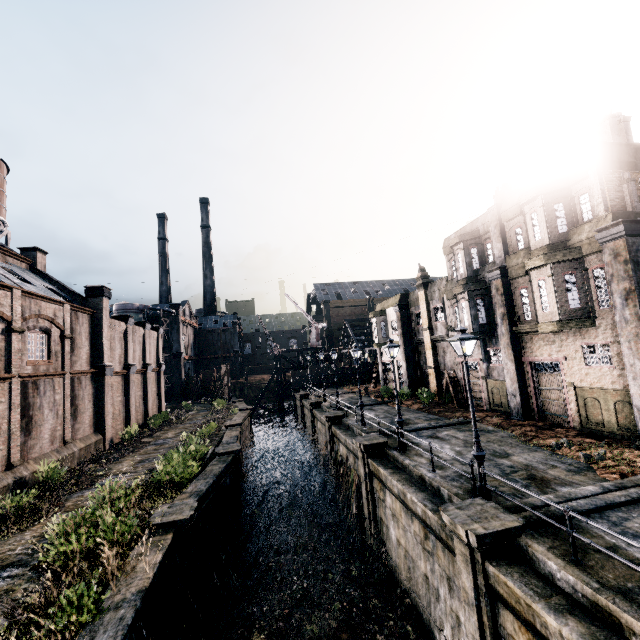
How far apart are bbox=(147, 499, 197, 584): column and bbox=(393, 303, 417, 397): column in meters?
23.8 m

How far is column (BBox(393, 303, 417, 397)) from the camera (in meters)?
32.59

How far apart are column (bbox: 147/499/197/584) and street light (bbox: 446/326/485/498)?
10.16m

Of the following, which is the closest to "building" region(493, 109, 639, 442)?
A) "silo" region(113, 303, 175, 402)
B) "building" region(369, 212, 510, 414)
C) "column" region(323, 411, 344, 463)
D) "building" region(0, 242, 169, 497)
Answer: "building" region(369, 212, 510, 414)

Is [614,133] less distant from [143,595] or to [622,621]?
[622,621]

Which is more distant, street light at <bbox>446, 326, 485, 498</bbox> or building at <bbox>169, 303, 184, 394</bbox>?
building at <bbox>169, 303, 184, 394</bbox>

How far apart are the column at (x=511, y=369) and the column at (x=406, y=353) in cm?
1214

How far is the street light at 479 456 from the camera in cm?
1082
